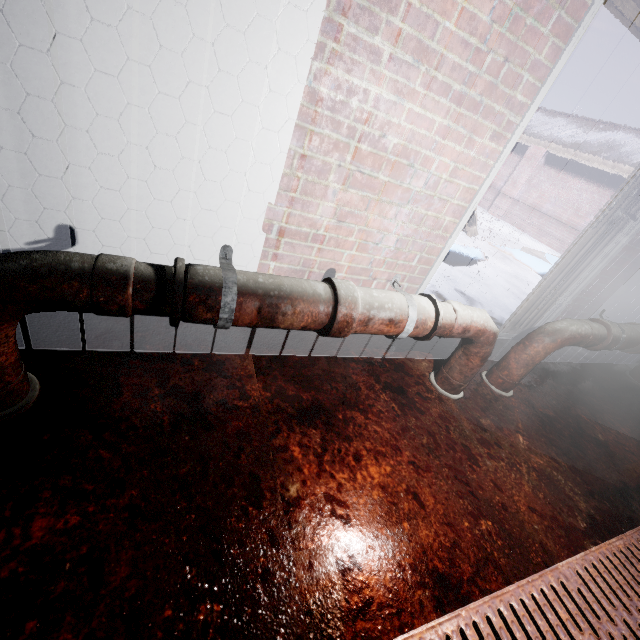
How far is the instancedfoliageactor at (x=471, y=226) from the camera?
6.4m

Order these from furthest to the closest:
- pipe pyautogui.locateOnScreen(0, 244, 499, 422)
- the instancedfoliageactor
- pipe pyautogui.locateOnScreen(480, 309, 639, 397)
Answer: the instancedfoliageactor, pipe pyautogui.locateOnScreen(480, 309, 639, 397), pipe pyautogui.locateOnScreen(0, 244, 499, 422)

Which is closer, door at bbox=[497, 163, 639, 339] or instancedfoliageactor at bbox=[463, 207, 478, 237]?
door at bbox=[497, 163, 639, 339]

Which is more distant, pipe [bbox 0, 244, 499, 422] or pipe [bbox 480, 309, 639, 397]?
pipe [bbox 480, 309, 639, 397]

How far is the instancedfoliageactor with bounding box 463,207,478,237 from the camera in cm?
640

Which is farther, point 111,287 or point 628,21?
point 628,21

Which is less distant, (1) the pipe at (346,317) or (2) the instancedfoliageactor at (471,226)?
(1) the pipe at (346,317)

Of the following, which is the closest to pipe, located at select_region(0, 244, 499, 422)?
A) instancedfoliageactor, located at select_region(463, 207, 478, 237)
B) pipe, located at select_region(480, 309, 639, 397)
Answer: pipe, located at select_region(480, 309, 639, 397)
